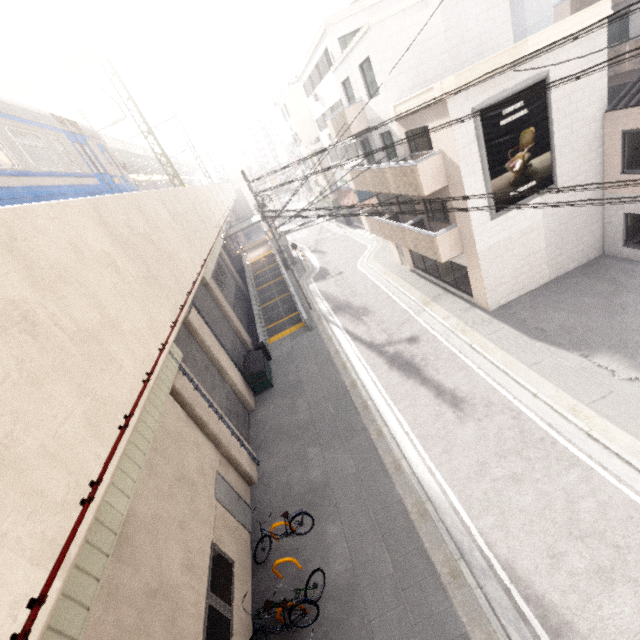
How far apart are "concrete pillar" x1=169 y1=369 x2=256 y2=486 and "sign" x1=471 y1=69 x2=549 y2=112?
12.5 meters

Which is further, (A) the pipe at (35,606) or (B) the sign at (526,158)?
(B) the sign at (526,158)

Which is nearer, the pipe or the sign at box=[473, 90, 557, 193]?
the pipe

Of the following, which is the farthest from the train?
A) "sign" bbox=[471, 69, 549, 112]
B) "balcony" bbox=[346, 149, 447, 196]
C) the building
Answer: the building

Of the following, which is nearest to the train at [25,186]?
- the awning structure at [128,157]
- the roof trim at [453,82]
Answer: the awning structure at [128,157]

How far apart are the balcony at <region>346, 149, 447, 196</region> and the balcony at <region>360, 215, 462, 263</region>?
1.6m

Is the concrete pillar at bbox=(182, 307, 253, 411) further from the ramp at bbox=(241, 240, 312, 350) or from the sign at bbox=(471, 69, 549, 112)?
the sign at bbox=(471, 69, 549, 112)

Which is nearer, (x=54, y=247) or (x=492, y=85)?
(x=54, y=247)
